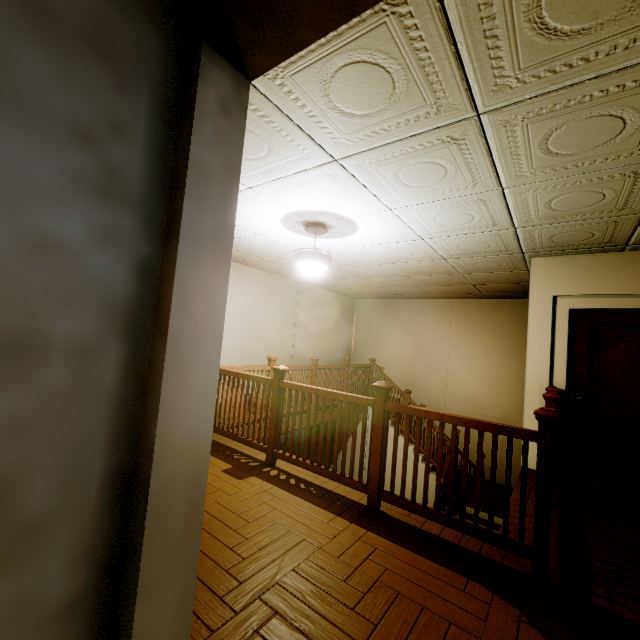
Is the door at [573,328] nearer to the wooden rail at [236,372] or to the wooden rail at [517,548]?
the wooden rail at [517,548]

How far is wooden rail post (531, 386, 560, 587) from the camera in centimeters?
203cm

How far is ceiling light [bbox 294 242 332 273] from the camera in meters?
3.7 m

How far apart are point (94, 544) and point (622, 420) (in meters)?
5.16

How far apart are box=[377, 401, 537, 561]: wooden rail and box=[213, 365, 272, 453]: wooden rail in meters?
1.4 m

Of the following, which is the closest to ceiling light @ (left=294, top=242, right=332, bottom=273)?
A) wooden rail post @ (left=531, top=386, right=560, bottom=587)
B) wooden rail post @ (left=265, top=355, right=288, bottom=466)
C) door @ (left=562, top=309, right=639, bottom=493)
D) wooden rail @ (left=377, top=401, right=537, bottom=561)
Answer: wooden rail post @ (left=265, top=355, right=288, bottom=466)

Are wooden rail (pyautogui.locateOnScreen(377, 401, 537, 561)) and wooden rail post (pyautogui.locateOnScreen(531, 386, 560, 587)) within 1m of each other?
yes

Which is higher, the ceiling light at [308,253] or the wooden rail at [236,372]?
the ceiling light at [308,253]
